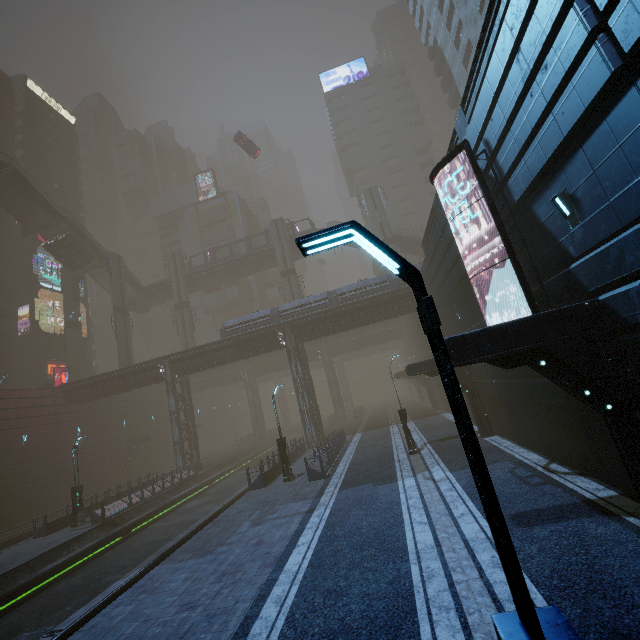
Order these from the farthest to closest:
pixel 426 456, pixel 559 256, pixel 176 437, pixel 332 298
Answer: pixel 176 437
pixel 332 298
pixel 426 456
pixel 559 256

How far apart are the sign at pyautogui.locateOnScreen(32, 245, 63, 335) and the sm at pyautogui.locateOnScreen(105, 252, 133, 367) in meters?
12.2 m

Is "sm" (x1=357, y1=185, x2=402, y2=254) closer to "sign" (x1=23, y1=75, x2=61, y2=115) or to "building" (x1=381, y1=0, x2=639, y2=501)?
"building" (x1=381, y1=0, x2=639, y2=501)

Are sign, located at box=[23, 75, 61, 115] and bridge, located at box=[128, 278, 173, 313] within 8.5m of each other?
no

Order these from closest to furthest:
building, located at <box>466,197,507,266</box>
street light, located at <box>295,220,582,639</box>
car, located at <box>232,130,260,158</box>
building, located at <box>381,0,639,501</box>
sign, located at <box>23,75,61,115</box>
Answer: street light, located at <box>295,220,582,639</box> → building, located at <box>381,0,639,501</box> → building, located at <box>466,197,507,266</box> → car, located at <box>232,130,260,158</box> → sign, located at <box>23,75,61,115</box>

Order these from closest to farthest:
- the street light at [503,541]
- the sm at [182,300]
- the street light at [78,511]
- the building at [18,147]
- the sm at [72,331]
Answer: the street light at [503,541], the street light at [78,511], the sm at [72,331], the sm at [182,300], the building at [18,147]

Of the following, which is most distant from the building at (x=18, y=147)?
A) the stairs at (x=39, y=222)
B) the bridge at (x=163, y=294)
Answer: the stairs at (x=39, y=222)

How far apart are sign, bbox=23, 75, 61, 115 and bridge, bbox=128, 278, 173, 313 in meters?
39.5 m
